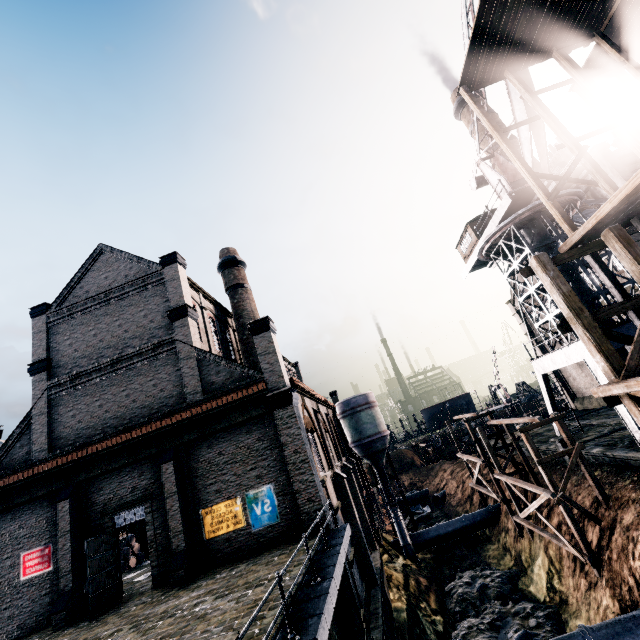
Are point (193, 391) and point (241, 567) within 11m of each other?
yes

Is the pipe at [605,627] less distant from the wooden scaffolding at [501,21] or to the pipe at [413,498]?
the wooden scaffolding at [501,21]

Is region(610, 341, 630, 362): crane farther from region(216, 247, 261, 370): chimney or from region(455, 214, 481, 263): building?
region(216, 247, 261, 370): chimney

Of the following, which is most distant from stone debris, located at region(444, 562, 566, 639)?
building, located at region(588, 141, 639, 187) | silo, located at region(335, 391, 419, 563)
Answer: building, located at region(588, 141, 639, 187)

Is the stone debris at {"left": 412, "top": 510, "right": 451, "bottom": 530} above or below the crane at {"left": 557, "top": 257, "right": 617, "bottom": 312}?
below

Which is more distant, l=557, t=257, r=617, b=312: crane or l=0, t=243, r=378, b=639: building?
l=557, t=257, r=617, b=312: crane

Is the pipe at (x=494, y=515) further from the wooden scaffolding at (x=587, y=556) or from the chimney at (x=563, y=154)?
the chimney at (x=563, y=154)

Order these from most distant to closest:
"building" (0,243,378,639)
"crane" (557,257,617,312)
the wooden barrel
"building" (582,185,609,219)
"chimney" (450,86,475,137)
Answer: "chimney" (450,86,475,137)
"building" (582,185,609,219)
the wooden barrel
"crane" (557,257,617,312)
"building" (0,243,378,639)
